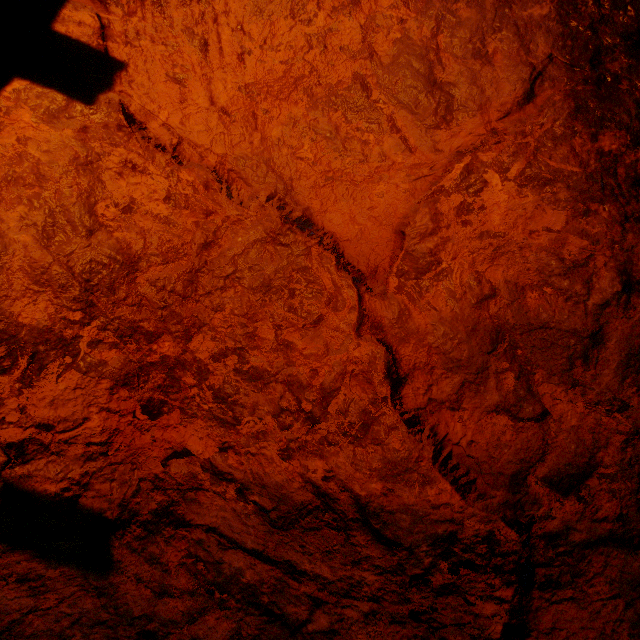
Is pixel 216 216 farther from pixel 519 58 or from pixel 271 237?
pixel 519 58
